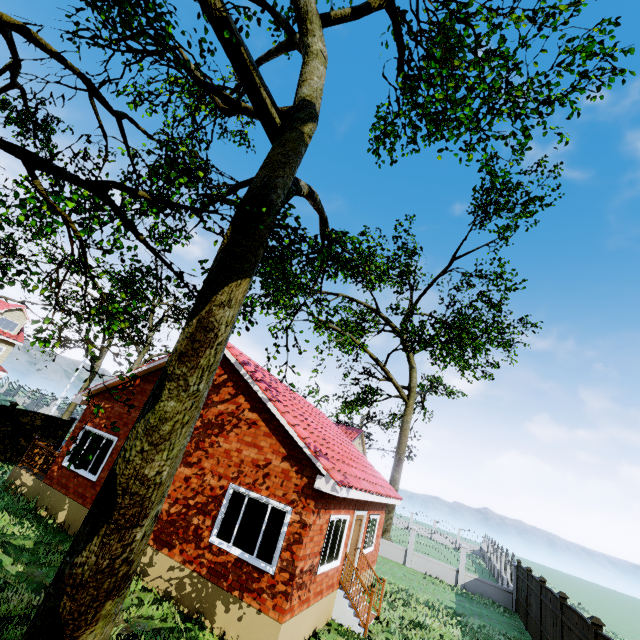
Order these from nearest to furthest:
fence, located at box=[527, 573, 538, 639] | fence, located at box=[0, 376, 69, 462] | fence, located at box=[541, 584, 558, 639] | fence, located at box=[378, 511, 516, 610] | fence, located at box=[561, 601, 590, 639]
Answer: fence, located at box=[561, 601, 590, 639]
fence, located at box=[541, 584, 558, 639]
fence, located at box=[527, 573, 538, 639]
fence, located at box=[0, 376, 69, 462]
fence, located at box=[378, 511, 516, 610]

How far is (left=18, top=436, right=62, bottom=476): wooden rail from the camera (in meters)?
11.70

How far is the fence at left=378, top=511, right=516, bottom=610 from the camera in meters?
19.0 m

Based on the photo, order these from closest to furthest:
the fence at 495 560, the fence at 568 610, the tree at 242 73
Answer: the tree at 242 73 < the fence at 568 610 < the fence at 495 560

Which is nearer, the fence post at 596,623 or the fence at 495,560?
the fence post at 596,623

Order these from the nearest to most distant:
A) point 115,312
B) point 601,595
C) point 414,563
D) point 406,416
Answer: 1. point 115,312
2. point 414,563
3. point 406,416
4. point 601,595

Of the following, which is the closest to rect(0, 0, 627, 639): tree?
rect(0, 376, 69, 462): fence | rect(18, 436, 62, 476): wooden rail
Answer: rect(0, 376, 69, 462): fence

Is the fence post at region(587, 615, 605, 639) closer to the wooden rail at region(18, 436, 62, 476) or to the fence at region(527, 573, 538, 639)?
the fence at region(527, 573, 538, 639)
